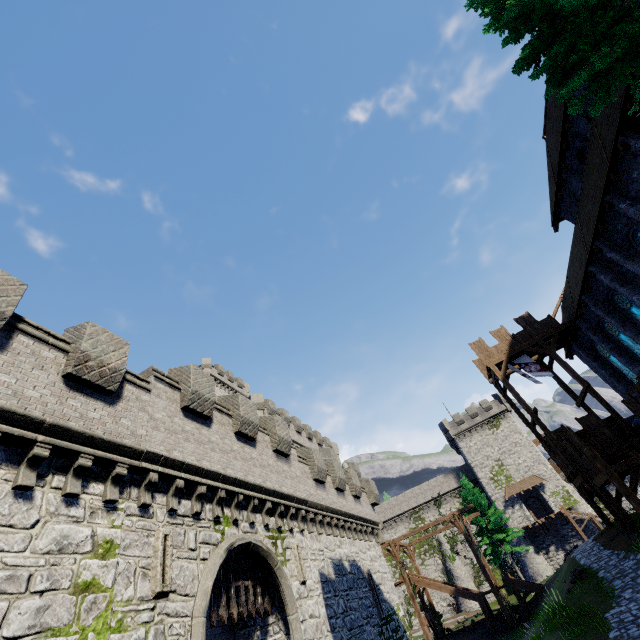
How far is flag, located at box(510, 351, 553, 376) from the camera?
22.7 meters

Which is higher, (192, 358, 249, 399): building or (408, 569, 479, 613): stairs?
(192, 358, 249, 399): building

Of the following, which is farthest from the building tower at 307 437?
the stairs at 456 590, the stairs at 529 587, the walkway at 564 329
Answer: the walkway at 564 329

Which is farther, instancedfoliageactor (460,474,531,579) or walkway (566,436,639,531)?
instancedfoliageactor (460,474,531,579)

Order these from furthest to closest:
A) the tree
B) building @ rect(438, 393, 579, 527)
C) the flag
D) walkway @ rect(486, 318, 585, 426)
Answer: building @ rect(438, 393, 579, 527) → the flag → walkway @ rect(486, 318, 585, 426) → the tree

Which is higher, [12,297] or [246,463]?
[12,297]

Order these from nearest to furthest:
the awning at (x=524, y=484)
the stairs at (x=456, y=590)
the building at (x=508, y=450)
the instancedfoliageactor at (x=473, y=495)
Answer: the stairs at (x=456, y=590) < the instancedfoliageactor at (x=473, y=495) < the building at (x=508, y=450) < the awning at (x=524, y=484)

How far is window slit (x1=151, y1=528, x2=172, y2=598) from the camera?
8.0m
